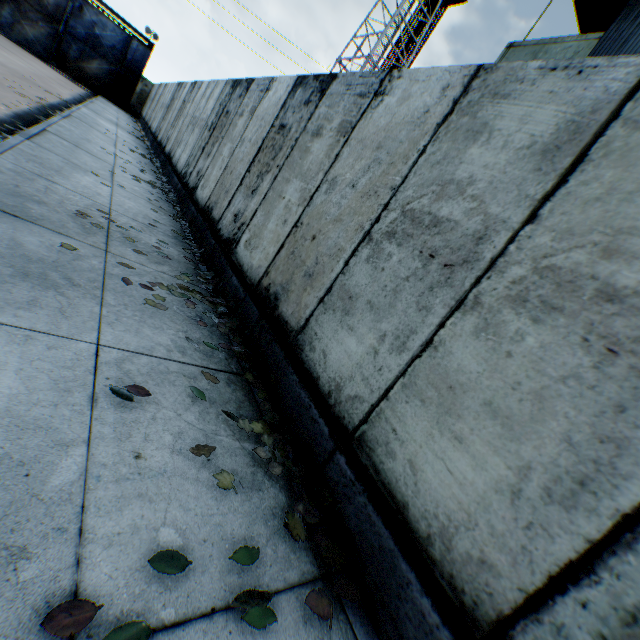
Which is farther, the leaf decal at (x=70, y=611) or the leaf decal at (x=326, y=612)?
the leaf decal at (x=326, y=612)

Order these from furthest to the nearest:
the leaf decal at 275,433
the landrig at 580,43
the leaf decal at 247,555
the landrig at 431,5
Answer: the landrig at 431,5
the landrig at 580,43
the leaf decal at 275,433
the leaf decal at 247,555

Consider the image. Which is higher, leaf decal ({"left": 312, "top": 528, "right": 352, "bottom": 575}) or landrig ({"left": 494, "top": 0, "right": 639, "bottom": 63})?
landrig ({"left": 494, "top": 0, "right": 639, "bottom": 63})

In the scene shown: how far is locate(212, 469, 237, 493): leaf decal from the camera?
2.01m

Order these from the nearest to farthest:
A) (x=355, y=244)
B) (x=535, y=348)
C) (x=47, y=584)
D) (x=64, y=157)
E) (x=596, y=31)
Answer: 1. (x=47, y=584)
2. (x=535, y=348)
3. (x=355, y=244)
4. (x=64, y=157)
5. (x=596, y=31)

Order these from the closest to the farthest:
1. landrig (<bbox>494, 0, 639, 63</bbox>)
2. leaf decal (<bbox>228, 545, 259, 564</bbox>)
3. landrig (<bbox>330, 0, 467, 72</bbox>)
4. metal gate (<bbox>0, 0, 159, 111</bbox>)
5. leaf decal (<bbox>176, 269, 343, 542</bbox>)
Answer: leaf decal (<bbox>228, 545, 259, 564</bbox>)
leaf decal (<bbox>176, 269, 343, 542</bbox>)
landrig (<bbox>494, 0, 639, 63</bbox>)
metal gate (<bbox>0, 0, 159, 111</bbox>)
landrig (<bbox>330, 0, 467, 72</bbox>)
